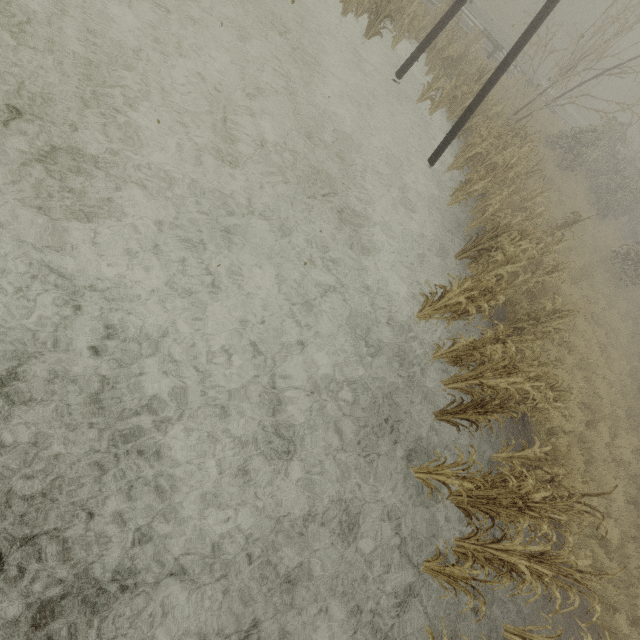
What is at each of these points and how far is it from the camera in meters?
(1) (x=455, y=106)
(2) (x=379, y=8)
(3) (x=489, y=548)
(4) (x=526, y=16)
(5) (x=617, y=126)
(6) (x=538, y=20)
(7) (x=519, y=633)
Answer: (1) tree, 12.3 m
(2) tree, 10.4 m
(3) tree, 5.1 m
(4) tree, 12.2 m
(5) tree, 21.9 m
(6) utility pole, 7.8 m
(7) tree, 5.4 m

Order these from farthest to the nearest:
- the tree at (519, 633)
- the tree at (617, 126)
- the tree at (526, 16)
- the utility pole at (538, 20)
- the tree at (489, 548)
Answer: the tree at (526, 16), the utility pole at (538, 20), the tree at (617, 126), the tree at (519, 633), the tree at (489, 548)

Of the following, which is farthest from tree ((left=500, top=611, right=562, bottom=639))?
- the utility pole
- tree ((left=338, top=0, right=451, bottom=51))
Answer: tree ((left=338, top=0, right=451, bottom=51))

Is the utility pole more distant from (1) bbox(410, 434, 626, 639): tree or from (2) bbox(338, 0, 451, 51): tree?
(1) bbox(410, 434, 626, 639): tree

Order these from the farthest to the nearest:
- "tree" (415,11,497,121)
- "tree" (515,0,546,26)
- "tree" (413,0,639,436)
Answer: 1. "tree" (515,0,546,26)
2. "tree" (415,11,497,121)
3. "tree" (413,0,639,436)

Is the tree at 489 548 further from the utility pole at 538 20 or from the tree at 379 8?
the tree at 379 8

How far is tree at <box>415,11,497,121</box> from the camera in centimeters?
1109cm
